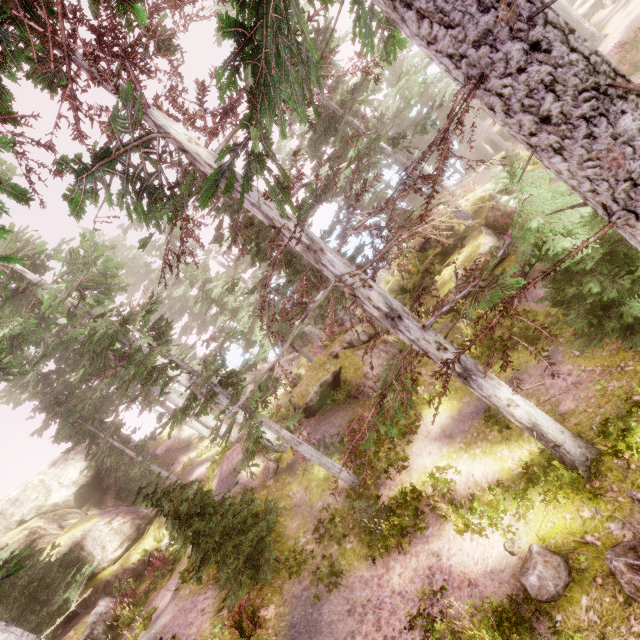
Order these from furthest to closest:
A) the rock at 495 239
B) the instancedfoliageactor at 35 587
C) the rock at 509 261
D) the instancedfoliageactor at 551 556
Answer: the rock at 495 239, the rock at 509 261, the instancedfoliageactor at 35 587, the instancedfoliageactor at 551 556

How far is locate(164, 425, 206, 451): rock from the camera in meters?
30.7

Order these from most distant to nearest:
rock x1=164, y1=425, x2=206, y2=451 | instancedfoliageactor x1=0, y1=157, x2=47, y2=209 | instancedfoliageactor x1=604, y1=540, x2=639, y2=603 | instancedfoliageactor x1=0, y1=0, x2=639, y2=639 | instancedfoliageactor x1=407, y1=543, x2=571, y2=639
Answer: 1. rock x1=164, y1=425, x2=206, y2=451
2. instancedfoliageactor x1=407, y1=543, x2=571, y2=639
3. instancedfoliageactor x1=604, y1=540, x2=639, y2=603
4. instancedfoliageactor x1=0, y1=157, x2=47, y2=209
5. instancedfoliageactor x1=0, y1=0, x2=639, y2=639

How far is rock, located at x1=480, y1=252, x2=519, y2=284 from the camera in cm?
1362

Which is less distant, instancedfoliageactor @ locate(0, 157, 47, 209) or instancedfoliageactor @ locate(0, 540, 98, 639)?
instancedfoliageactor @ locate(0, 157, 47, 209)

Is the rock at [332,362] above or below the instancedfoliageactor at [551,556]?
above

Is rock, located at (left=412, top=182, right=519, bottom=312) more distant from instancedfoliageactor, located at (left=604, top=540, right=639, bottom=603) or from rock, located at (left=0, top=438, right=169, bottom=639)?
rock, located at (left=0, top=438, right=169, bottom=639)

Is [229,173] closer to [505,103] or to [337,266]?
[505,103]
